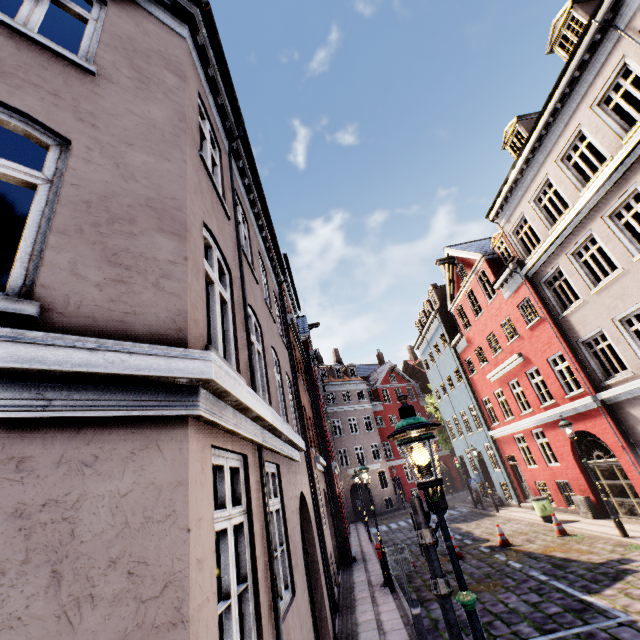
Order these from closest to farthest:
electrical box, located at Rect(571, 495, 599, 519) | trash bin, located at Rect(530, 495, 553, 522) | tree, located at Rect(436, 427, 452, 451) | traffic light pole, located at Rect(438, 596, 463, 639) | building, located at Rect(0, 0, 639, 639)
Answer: building, located at Rect(0, 0, 639, 639) < traffic light pole, located at Rect(438, 596, 463, 639) < electrical box, located at Rect(571, 495, 599, 519) < trash bin, located at Rect(530, 495, 553, 522) < tree, located at Rect(436, 427, 452, 451)

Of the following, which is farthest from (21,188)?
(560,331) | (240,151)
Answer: (560,331)

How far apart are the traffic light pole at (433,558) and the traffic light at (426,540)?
0.03m

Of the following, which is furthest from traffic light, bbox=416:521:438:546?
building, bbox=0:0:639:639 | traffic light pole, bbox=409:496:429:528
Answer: building, bbox=0:0:639:639

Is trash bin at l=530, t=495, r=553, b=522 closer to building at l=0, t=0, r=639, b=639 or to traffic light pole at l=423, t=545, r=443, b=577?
building at l=0, t=0, r=639, b=639

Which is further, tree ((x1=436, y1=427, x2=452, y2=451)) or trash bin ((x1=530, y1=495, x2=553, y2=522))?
tree ((x1=436, y1=427, x2=452, y2=451))

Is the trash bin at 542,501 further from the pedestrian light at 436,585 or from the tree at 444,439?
the tree at 444,439

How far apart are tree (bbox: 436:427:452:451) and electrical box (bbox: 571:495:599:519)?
16.9 meters
